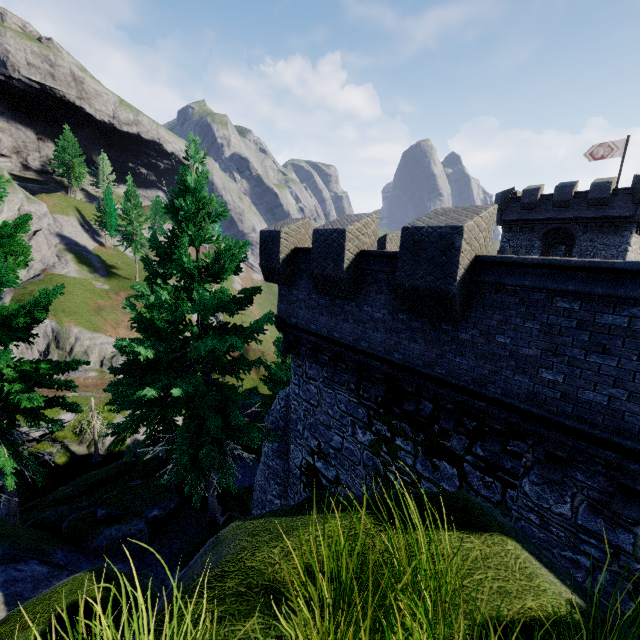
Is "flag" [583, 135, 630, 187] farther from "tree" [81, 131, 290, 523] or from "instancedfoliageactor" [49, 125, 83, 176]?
"instancedfoliageactor" [49, 125, 83, 176]

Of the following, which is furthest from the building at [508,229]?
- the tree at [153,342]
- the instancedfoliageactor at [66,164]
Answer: the instancedfoliageactor at [66,164]

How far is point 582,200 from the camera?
27.2 meters

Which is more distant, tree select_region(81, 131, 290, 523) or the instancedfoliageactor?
the instancedfoliageactor

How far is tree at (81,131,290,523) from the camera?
8.98m

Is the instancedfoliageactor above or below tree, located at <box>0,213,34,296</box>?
above

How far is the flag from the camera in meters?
26.6 m

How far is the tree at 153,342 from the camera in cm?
898
